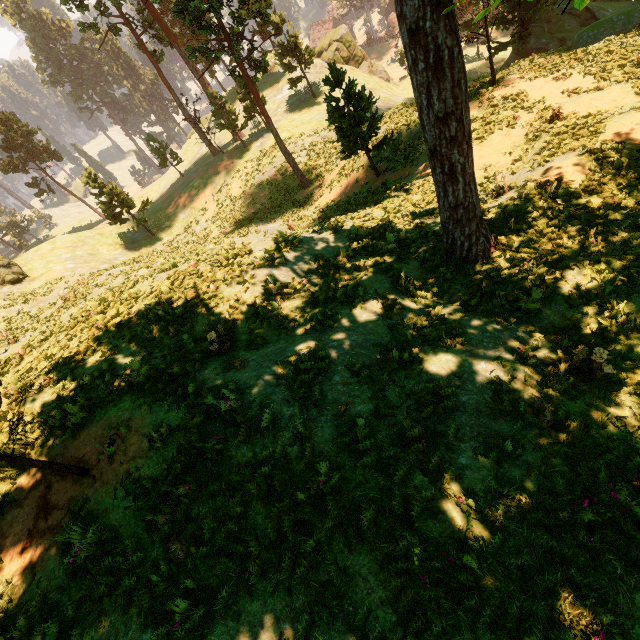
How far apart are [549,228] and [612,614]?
8.2 meters

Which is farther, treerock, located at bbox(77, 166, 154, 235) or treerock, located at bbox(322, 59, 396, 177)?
treerock, located at bbox(77, 166, 154, 235)

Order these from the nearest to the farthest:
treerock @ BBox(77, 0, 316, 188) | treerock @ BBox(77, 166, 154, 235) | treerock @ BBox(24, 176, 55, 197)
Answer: treerock @ BBox(77, 0, 316, 188) → treerock @ BBox(77, 166, 154, 235) → treerock @ BBox(24, 176, 55, 197)

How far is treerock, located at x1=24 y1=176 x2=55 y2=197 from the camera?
53.42m

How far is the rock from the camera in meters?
Result: 43.4 m

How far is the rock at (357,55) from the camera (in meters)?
43.41

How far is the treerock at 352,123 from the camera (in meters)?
15.84
